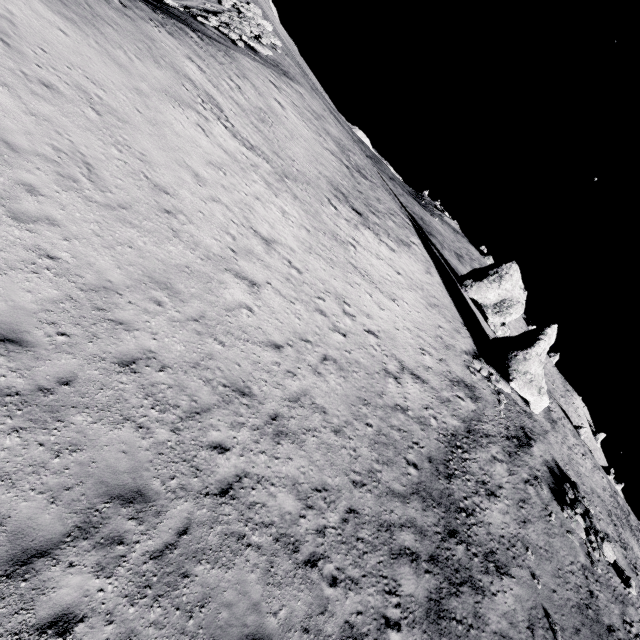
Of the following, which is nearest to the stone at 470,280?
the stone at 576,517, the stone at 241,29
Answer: the stone at 576,517

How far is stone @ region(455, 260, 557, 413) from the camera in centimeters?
2669cm

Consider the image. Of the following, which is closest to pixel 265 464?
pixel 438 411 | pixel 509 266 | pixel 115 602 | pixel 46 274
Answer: pixel 115 602

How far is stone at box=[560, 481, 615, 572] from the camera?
20.2m

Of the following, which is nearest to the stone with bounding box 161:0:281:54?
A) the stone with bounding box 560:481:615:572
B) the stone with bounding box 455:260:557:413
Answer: the stone with bounding box 455:260:557:413

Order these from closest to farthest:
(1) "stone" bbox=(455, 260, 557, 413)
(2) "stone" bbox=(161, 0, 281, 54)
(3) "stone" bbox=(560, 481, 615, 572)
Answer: (3) "stone" bbox=(560, 481, 615, 572), (2) "stone" bbox=(161, 0, 281, 54), (1) "stone" bbox=(455, 260, 557, 413)
